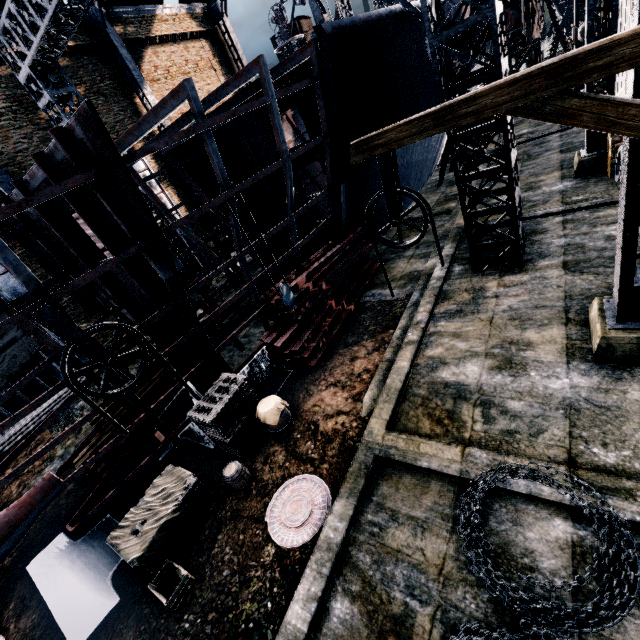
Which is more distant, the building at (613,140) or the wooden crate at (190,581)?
the wooden crate at (190,581)

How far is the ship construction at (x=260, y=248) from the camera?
11.1m

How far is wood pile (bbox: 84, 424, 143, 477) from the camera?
11.61m

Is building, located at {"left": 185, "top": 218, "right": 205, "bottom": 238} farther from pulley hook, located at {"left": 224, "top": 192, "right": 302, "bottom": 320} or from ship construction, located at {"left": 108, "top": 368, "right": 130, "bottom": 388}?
pulley hook, located at {"left": 224, "top": 192, "right": 302, "bottom": 320}

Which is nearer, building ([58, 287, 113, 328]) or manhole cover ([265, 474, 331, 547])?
manhole cover ([265, 474, 331, 547])

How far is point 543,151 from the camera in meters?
19.0

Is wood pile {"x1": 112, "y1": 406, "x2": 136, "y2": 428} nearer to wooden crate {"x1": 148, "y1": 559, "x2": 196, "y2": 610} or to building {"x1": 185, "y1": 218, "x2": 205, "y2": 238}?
wooden crate {"x1": 148, "y1": 559, "x2": 196, "y2": 610}

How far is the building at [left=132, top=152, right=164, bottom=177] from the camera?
24.8m
